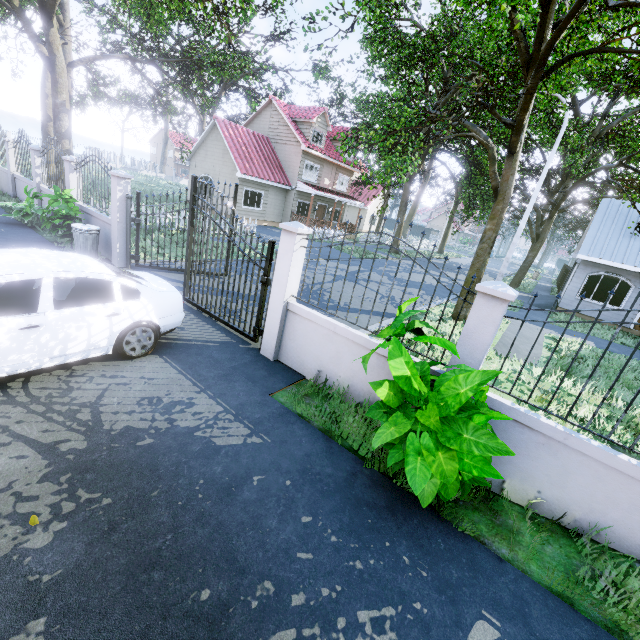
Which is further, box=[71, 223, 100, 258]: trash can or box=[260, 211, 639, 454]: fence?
box=[71, 223, 100, 258]: trash can

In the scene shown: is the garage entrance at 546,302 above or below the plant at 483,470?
below

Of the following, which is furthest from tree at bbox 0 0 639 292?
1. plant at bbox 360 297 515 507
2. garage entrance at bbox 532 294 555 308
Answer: plant at bbox 360 297 515 507

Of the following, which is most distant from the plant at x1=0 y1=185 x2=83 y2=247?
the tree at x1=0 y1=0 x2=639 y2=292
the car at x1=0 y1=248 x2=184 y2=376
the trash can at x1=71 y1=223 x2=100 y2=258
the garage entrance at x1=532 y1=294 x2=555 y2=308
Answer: the garage entrance at x1=532 y1=294 x2=555 y2=308

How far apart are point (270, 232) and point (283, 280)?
17.9m

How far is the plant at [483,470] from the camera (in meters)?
2.60

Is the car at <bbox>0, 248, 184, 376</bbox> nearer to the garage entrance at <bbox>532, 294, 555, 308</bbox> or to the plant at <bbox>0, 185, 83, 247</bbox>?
the plant at <bbox>0, 185, 83, 247</bbox>

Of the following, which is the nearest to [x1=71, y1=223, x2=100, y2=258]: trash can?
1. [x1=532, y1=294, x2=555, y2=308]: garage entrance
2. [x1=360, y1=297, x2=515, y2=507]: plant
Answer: [x1=360, y1=297, x2=515, y2=507]: plant
